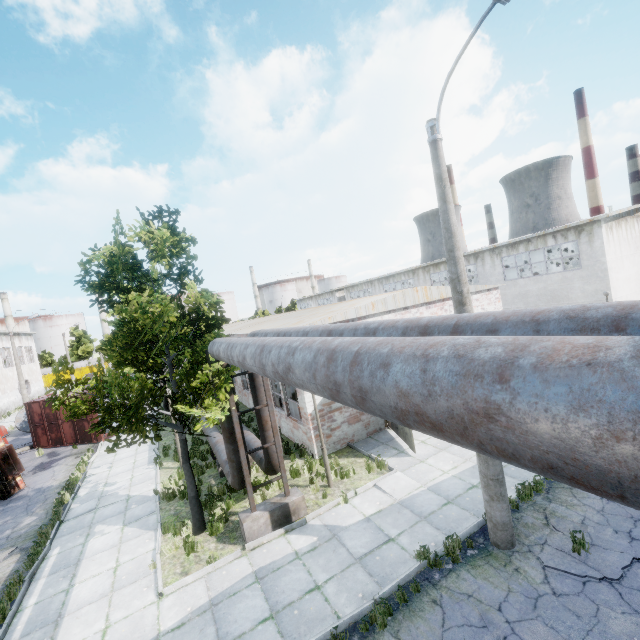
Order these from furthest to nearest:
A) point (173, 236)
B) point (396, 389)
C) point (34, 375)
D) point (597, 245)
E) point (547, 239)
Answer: point (34, 375), point (547, 239), point (597, 245), point (173, 236), point (396, 389)

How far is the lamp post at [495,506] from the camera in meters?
6.6

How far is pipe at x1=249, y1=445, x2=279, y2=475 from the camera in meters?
9.4 m

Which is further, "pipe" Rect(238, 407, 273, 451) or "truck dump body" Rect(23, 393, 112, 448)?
"truck dump body" Rect(23, 393, 112, 448)

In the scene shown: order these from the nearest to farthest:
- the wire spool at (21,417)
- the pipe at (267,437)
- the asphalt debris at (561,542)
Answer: the asphalt debris at (561,542) < the pipe at (267,437) < the wire spool at (21,417)

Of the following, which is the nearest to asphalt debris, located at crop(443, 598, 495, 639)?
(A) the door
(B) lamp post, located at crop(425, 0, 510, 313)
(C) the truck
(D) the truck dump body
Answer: (B) lamp post, located at crop(425, 0, 510, 313)

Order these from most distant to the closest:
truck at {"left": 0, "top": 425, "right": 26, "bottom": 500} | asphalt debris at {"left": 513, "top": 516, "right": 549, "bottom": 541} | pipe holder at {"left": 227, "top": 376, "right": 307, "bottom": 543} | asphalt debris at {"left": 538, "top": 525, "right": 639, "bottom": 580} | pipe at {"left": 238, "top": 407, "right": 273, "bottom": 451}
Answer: truck at {"left": 0, "top": 425, "right": 26, "bottom": 500}, pipe at {"left": 238, "top": 407, "right": 273, "bottom": 451}, pipe holder at {"left": 227, "top": 376, "right": 307, "bottom": 543}, asphalt debris at {"left": 513, "top": 516, "right": 549, "bottom": 541}, asphalt debris at {"left": 538, "top": 525, "right": 639, "bottom": 580}

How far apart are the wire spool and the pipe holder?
27.4 meters
